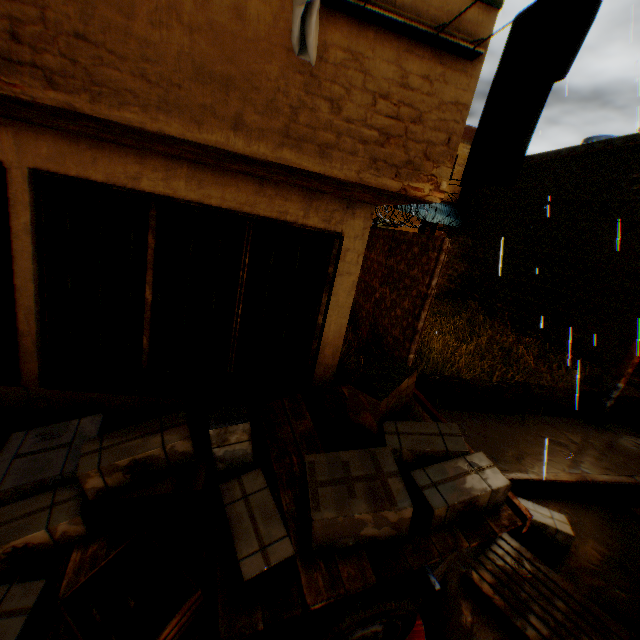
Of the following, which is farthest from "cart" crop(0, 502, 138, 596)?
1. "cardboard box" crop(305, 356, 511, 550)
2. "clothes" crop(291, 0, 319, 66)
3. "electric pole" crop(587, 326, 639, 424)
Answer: "electric pole" crop(587, 326, 639, 424)

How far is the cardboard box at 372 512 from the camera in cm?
228

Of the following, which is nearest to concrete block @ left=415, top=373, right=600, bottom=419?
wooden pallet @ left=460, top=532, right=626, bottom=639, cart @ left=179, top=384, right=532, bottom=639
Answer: wooden pallet @ left=460, top=532, right=626, bottom=639

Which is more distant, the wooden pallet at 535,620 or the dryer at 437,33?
the wooden pallet at 535,620

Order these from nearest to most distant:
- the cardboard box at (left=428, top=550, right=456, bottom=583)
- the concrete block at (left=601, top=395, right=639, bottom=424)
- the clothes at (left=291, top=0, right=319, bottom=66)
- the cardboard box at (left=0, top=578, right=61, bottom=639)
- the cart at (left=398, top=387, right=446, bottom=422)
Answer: the clothes at (left=291, top=0, right=319, bottom=66)
the cardboard box at (left=0, top=578, right=61, bottom=639)
the cardboard box at (left=428, top=550, right=456, bottom=583)
the cart at (left=398, top=387, right=446, bottom=422)
the concrete block at (left=601, top=395, right=639, bottom=424)

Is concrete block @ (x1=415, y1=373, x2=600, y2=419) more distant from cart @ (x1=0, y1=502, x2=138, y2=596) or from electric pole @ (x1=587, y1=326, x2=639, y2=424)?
cart @ (x1=0, y1=502, x2=138, y2=596)

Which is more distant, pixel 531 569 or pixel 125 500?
pixel 531 569

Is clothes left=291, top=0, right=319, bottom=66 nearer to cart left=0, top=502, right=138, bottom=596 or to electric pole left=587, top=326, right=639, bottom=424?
electric pole left=587, top=326, right=639, bottom=424
